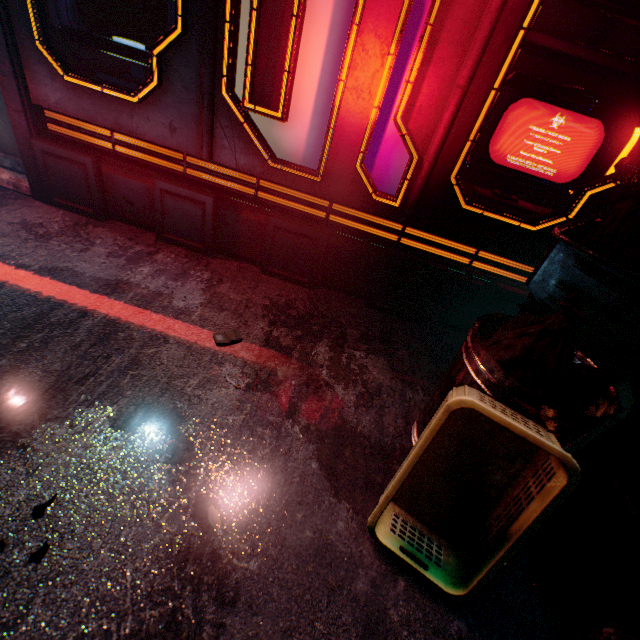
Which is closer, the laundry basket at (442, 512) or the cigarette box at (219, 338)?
the laundry basket at (442, 512)

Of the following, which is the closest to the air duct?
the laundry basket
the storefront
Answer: the storefront

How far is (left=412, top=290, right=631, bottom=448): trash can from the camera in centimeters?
93cm

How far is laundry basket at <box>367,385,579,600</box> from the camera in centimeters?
85cm

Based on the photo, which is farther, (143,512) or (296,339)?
(296,339)

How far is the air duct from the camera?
1.6 meters

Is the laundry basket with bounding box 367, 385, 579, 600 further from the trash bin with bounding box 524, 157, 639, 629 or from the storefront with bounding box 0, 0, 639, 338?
the storefront with bounding box 0, 0, 639, 338

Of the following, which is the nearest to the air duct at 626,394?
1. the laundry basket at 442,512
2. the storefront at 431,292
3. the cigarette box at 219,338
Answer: the storefront at 431,292
